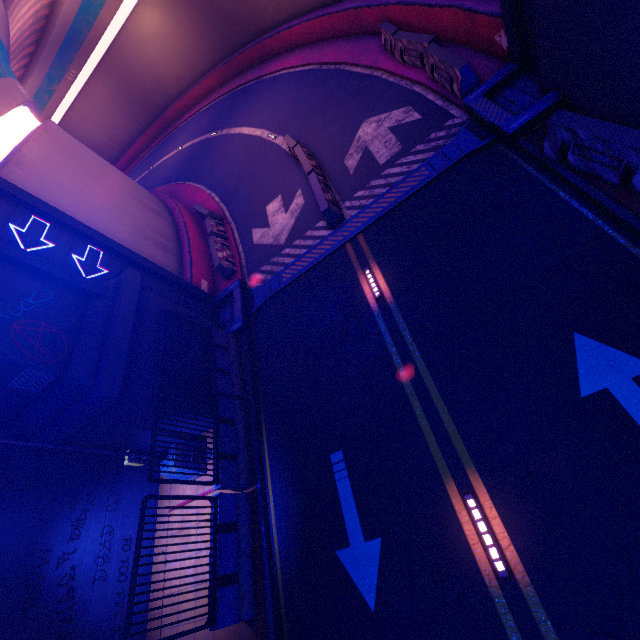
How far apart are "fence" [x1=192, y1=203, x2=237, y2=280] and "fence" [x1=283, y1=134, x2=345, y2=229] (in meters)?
4.55

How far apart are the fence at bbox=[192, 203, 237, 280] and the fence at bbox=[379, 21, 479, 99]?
10.1 meters

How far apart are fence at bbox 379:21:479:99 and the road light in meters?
11.0 m

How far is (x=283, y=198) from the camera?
14.53m

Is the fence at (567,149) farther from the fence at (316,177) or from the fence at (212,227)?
the fence at (212,227)

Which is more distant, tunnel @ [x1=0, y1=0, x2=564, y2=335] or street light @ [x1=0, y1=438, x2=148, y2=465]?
tunnel @ [x1=0, y1=0, x2=564, y2=335]

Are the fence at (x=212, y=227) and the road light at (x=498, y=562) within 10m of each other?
no

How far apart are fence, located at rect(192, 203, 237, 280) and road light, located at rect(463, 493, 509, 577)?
11.5 meters
